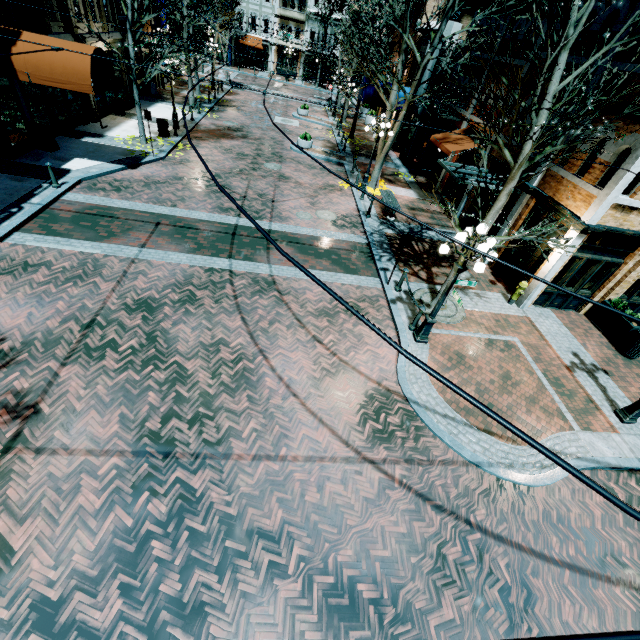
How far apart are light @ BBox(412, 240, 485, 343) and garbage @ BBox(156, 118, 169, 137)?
17.47m

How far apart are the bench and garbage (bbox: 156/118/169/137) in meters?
12.2

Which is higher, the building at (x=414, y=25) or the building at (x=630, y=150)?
the building at (x=414, y=25)

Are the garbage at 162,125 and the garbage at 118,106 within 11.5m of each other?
yes

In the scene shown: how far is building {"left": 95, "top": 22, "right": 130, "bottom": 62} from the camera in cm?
1750

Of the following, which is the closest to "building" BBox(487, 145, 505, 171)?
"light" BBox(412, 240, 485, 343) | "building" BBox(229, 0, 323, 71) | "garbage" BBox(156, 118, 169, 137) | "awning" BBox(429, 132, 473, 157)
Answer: "awning" BBox(429, 132, 473, 157)

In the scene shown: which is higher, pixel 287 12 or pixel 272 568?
pixel 287 12

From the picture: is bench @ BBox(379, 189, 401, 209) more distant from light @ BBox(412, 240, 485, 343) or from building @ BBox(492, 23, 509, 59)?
light @ BBox(412, 240, 485, 343)
